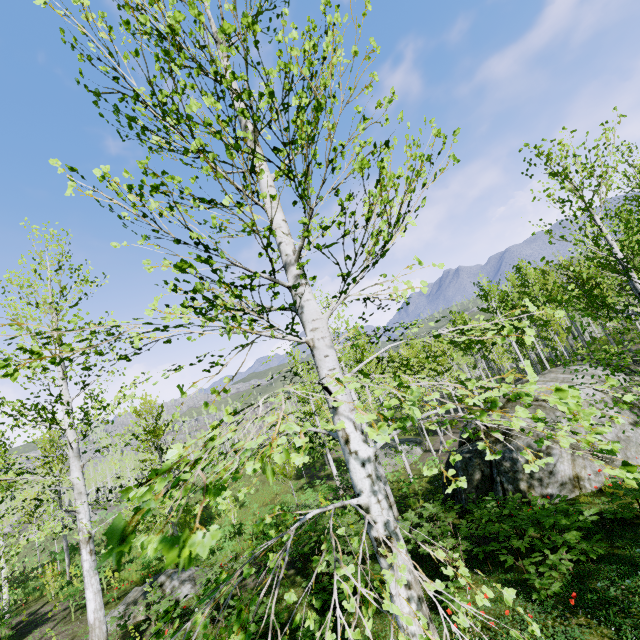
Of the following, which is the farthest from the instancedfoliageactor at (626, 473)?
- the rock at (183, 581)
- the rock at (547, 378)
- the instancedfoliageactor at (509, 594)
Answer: the rock at (183, 581)

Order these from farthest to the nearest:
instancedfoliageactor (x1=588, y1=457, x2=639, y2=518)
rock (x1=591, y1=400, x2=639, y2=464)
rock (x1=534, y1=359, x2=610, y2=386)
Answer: rock (x1=534, y1=359, x2=610, y2=386), rock (x1=591, y1=400, x2=639, y2=464), instancedfoliageactor (x1=588, y1=457, x2=639, y2=518)

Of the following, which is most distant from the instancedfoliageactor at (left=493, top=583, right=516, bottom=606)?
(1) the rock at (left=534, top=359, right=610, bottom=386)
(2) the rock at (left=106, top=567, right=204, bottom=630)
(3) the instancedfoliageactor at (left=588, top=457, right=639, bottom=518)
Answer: (2) the rock at (left=106, top=567, right=204, bottom=630)

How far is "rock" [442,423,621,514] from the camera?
10.0 meters

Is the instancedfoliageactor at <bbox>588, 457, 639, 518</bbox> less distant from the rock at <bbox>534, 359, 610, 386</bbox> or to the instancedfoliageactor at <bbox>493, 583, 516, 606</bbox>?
the instancedfoliageactor at <bbox>493, 583, 516, 606</bbox>

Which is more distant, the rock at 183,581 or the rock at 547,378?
the rock at 547,378

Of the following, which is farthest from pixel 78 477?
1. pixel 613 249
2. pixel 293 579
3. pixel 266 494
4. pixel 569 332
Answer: pixel 569 332
